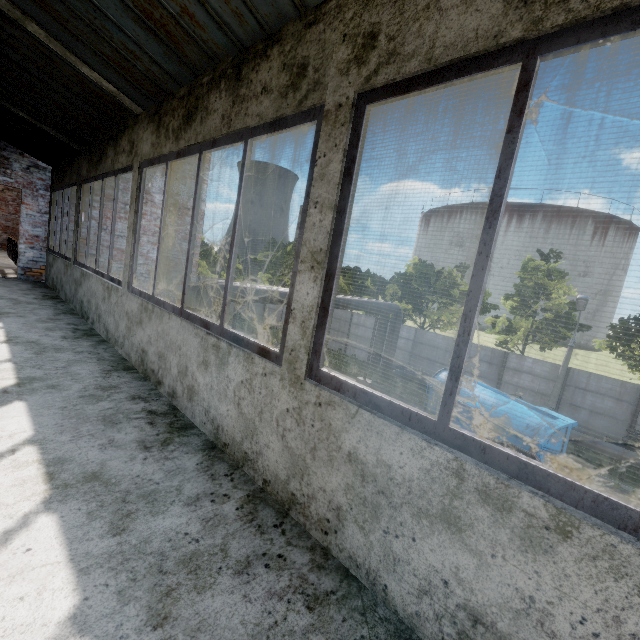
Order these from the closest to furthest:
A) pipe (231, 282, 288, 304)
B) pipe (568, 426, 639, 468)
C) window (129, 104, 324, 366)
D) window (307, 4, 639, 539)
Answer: window (307, 4, 639, 539) < window (129, 104, 324, 366) < pipe (231, 282, 288, 304) < pipe (568, 426, 639, 468)

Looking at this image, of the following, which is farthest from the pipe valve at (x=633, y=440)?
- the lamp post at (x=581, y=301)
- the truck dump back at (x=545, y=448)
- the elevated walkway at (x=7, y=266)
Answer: the elevated walkway at (x=7, y=266)

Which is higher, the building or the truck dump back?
the building

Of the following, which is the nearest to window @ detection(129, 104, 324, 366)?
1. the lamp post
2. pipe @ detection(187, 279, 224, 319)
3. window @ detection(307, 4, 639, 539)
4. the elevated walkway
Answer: window @ detection(307, 4, 639, 539)

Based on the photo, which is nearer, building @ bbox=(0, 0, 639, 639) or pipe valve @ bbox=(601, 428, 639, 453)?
building @ bbox=(0, 0, 639, 639)

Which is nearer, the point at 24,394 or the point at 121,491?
the point at 121,491

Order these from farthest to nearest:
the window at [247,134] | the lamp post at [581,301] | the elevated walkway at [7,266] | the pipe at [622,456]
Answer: the lamp post at [581,301] → the pipe at [622,456] → the elevated walkway at [7,266] → the window at [247,134]

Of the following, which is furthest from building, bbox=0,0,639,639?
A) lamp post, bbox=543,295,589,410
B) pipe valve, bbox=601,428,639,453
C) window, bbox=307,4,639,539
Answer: pipe valve, bbox=601,428,639,453
